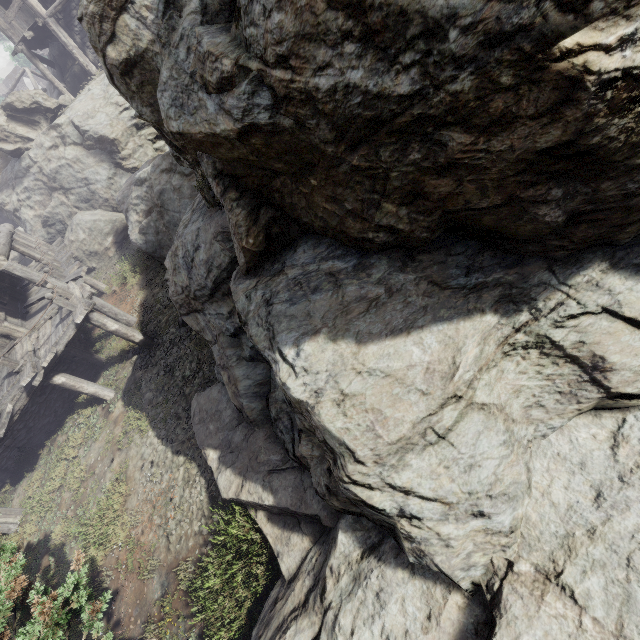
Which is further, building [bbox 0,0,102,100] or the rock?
building [bbox 0,0,102,100]

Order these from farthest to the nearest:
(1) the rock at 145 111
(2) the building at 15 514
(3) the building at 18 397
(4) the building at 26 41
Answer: (4) the building at 26 41 → (2) the building at 15 514 → (3) the building at 18 397 → (1) the rock at 145 111

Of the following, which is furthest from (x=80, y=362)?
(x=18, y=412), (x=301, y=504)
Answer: (x=301, y=504)

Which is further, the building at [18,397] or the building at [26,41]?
the building at [26,41]

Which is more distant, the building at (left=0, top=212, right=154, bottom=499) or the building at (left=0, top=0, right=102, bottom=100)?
the building at (left=0, top=0, right=102, bottom=100)

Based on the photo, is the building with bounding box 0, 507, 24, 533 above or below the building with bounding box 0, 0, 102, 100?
below

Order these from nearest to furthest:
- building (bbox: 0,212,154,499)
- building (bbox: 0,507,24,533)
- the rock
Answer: the rock, building (bbox: 0,212,154,499), building (bbox: 0,507,24,533)
